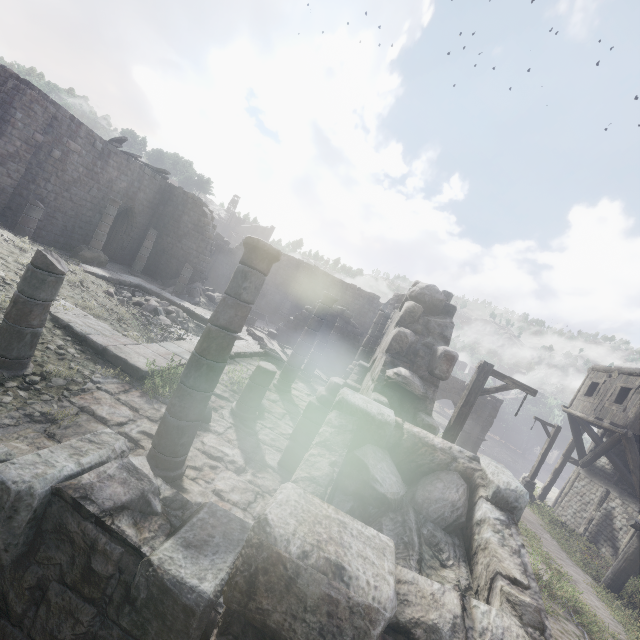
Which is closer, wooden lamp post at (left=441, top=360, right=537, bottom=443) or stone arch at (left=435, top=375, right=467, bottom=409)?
wooden lamp post at (left=441, top=360, right=537, bottom=443)

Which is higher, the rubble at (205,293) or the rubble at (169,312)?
the rubble at (205,293)

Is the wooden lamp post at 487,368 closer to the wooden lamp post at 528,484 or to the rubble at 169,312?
the wooden lamp post at 528,484

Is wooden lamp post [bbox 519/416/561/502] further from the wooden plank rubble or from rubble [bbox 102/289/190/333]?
rubble [bbox 102/289/190/333]

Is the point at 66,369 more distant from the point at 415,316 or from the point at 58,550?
the point at 415,316

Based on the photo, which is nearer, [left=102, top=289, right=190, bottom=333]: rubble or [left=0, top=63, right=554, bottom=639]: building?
[left=0, top=63, right=554, bottom=639]: building

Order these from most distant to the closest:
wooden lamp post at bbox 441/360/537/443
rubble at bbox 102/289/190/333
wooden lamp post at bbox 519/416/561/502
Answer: wooden lamp post at bbox 519/416/561/502 < rubble at bbox 102/289/190/333 < wooden lamp post at bbox 441/360/537/443

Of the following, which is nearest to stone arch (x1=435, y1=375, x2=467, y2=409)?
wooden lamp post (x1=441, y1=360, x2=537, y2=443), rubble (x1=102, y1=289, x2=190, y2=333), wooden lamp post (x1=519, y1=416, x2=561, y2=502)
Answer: wooden lamp post (x1=519, y1=416, x2=561, y2=502)
